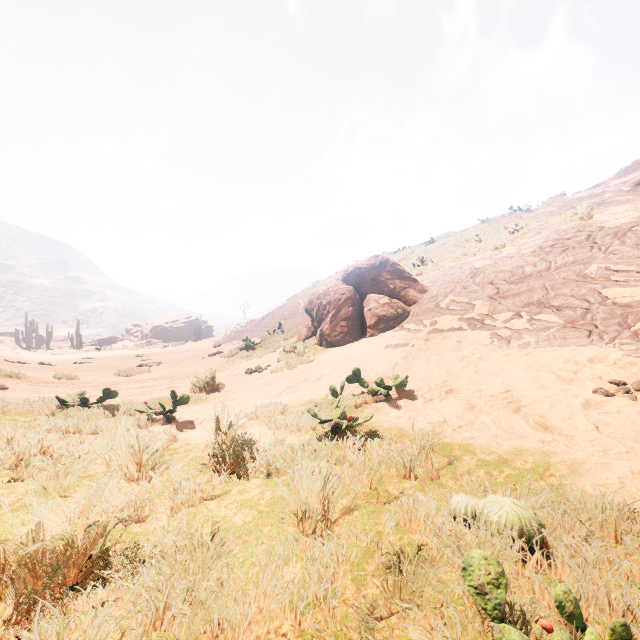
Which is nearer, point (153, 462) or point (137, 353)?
point (153, 462)

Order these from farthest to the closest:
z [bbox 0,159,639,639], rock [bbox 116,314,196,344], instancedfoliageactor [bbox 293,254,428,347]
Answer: rock [bbox 116,314,196,344] → instancedfoliageactor [bbox 293,254,428,347] → z [bbox 0,159,639,639]

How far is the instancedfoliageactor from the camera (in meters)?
8.66

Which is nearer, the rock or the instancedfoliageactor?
the instancedfoliageactor

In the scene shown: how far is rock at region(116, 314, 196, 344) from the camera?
52.1 meters

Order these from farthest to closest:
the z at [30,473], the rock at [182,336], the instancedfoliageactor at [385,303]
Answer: the rock at [182,336] < the instancedfoliageactor at [385,303] < the z at [30,473]

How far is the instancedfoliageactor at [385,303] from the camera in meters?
8.7 m

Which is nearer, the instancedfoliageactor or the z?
the z
